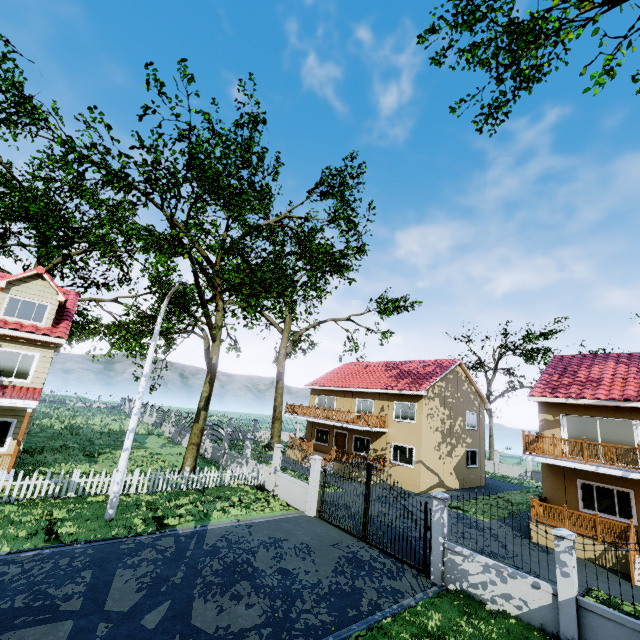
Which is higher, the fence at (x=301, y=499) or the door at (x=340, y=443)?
the door at (x=340, y=443)

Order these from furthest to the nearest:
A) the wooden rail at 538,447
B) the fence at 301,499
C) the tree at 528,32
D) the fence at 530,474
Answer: the fence at 530,474 < the fence at 301,499 < the tree at 528,32 < the wooden rail at 538,447

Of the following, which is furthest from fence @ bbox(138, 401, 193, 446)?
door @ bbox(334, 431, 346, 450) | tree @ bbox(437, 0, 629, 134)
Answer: door @ bbox(334, 431, 346, 450)

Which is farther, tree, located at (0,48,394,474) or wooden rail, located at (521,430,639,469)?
wooden rail, located at (521,430,639,469)

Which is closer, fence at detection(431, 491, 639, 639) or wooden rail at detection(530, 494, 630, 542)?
fence at detection(431, 491, 639, 639)

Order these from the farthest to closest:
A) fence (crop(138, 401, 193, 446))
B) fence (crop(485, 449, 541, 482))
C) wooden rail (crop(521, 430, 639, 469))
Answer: → fence (crop(485, 449, 541, 482)) < fence (crop(138, 401, 193, 446)) < wooden rail (crop(521, 430, 639, 469))

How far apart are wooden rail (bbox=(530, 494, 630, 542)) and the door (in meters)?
14.44

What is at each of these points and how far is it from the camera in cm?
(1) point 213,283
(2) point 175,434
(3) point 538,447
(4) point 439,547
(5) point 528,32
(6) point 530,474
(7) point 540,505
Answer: (1) tree, 2139
(2) fence, 3044
(3) wooden rail, 1485
(4) fence, 1014
(5) tree, 1474
(6) fence, 3241
(7) wooden rail, 1589
